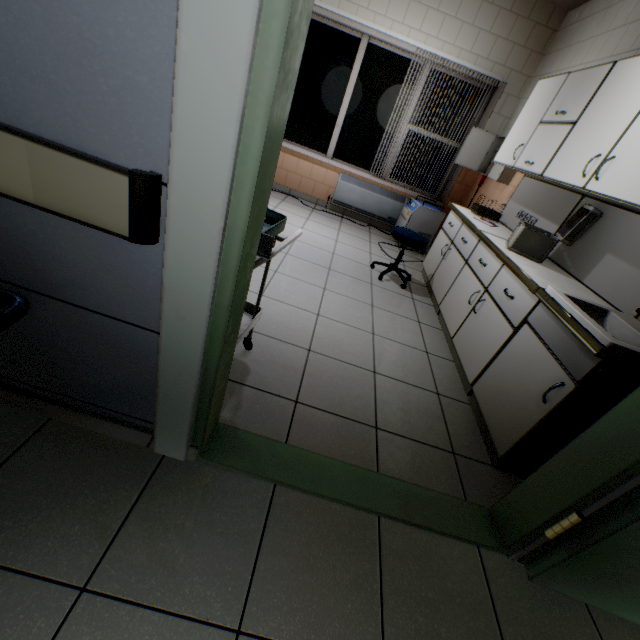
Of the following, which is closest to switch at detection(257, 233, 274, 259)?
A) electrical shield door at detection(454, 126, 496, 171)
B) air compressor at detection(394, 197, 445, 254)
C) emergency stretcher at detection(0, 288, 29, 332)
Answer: emergency stretcher at detection(0, 288, 29, 332)

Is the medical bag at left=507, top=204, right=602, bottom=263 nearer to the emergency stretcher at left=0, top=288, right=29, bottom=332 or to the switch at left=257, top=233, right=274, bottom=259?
the switch at left=257, top=233, right=274, bottom=259

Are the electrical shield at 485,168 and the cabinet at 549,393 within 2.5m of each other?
no

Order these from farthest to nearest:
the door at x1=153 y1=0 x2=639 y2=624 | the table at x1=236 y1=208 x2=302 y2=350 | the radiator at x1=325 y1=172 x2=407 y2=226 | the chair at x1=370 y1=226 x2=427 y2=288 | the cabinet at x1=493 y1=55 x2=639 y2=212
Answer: the radiator at x1=325 y1=172 x2=407 y2=226 < the chair at x1=370 y1=226 x2=427 y2=288 < the cabinet at x1=493 y1=55 x2=639 y2=212 < the table at x1=236 y1=208 x2=302 y2=350 < the door at x1=153 y1=0 x2=639 y2=624

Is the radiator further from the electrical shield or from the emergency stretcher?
the emergency stretcher

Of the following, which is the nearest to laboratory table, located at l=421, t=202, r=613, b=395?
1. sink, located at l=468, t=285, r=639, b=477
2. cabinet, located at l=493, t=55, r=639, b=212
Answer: sink, located at l=468, t=285, r=639, b=477

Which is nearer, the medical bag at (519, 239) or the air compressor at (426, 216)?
the medical bag at (519, 239)

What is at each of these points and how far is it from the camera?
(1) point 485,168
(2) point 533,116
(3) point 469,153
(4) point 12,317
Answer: (1) electrical shield, 4.7m
(2) cabinet, 3.1m
(3) electrical shield door, 4.7m
(4) emergency stretcher, 0.9m
